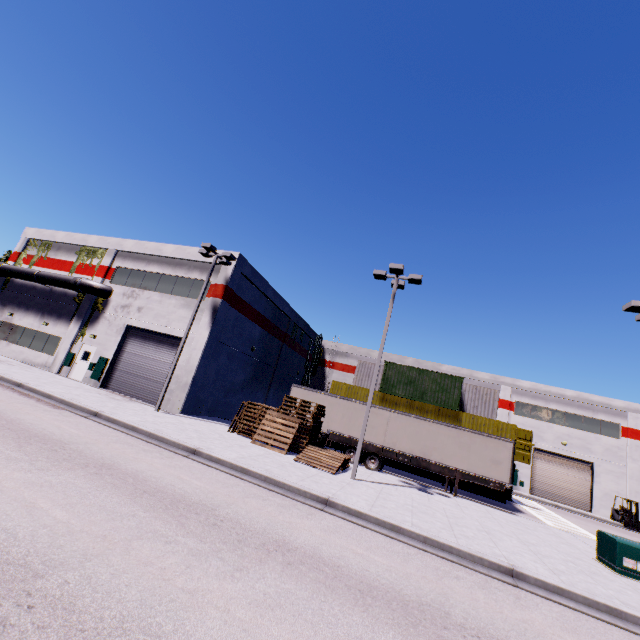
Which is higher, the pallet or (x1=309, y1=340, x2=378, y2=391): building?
(x1=309, y1=340, x2=378, y2=391): building

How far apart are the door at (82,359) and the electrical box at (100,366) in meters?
0.1

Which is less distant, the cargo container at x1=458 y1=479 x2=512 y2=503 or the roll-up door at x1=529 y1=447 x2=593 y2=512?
the cargo container at x1=458 y1=479 x2=512 y2=503

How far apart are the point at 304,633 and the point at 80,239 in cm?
3191

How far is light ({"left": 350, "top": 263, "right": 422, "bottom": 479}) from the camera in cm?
1420

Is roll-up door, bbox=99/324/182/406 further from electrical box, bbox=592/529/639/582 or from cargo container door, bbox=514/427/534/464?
cargo container door, bbox=514/427/534/464

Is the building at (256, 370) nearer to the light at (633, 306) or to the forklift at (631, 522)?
the forklift at (631, 522)

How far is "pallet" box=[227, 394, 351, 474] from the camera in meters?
14.9
